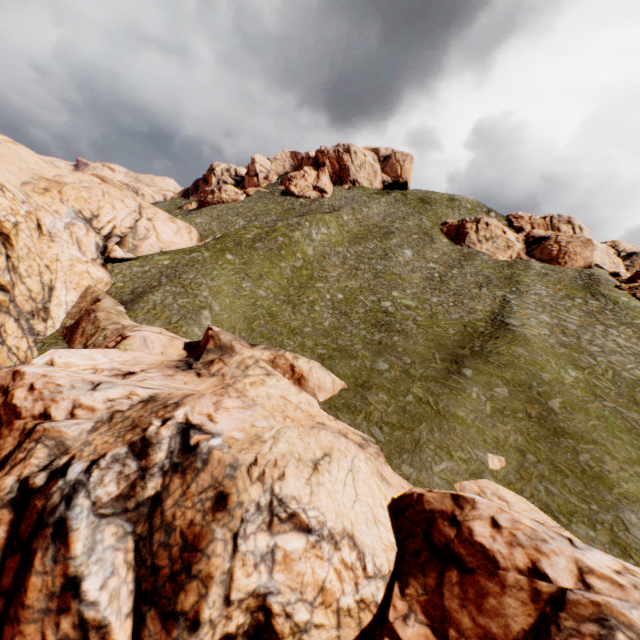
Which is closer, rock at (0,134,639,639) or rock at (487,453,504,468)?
rock at (0,134,639,639)

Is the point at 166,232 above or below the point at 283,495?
above

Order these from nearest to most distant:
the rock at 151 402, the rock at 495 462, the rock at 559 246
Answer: the rock at 151 402
the rock at 495 462
the rock at 559 246

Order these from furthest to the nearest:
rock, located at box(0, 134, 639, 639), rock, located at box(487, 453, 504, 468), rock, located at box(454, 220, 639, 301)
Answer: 1. rock, located at box(454, 220, 639, 301)
2. rock, located at box(487, 453, 504, 468)
3. rock, located at box(0, 134, 639, 639)

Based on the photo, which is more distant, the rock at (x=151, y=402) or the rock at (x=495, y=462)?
the rock at (x=495, y=462)

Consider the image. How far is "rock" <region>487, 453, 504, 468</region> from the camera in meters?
17.4

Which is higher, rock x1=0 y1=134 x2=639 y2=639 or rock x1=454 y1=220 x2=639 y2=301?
rock x1=454 y1=220 x2=639 y2=301

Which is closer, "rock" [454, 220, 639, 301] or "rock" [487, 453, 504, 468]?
"rock" [487, 453, 504, 468]
